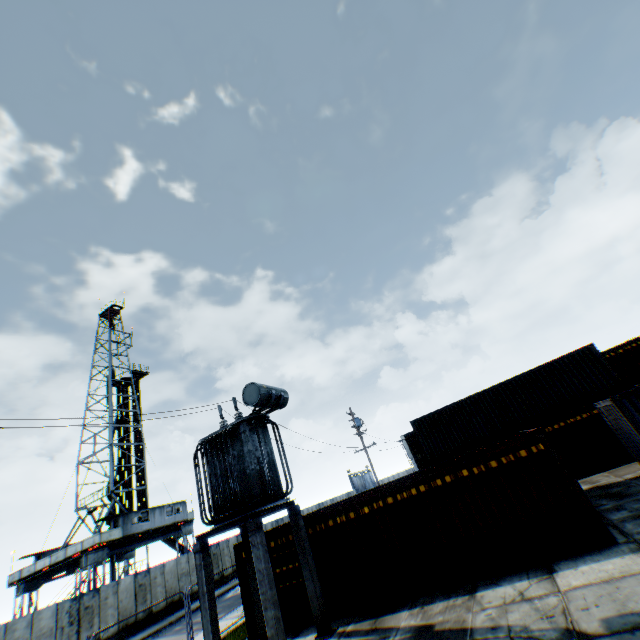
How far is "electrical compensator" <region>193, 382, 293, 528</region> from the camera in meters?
9.9 m

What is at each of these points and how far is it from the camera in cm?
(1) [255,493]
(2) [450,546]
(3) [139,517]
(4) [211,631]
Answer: (1) electrical compensator, 1000
(2) storage container, 973
(3) landrig, 2877
(4) concrete support, 873

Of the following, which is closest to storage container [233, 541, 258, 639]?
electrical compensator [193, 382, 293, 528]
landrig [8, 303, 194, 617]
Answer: electrical compensator [193, 382, 293, 528]

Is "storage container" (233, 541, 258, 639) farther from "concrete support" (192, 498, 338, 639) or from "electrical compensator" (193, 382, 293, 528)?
"electrical compensator" (193, 382, 293, 528)

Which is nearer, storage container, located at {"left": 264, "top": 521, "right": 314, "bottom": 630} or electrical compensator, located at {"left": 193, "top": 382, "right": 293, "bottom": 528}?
electrical compensator, located at {"left": 193, "top": 382, "right": 293, "bottom": 528}

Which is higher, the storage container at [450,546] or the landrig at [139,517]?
the landrig at [139,517]

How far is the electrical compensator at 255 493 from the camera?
9.92m

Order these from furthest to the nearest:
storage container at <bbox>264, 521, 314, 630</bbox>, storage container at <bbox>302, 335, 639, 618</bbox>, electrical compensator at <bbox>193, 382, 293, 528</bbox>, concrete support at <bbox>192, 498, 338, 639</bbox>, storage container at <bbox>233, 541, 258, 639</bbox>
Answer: storage container at <bbox>233, 541, 258, 639</bbox>, storage container at <bbox>264, 521, 314, 630</bbox>, electrical compensator at <bbox>193, 382, 293, 528</bbox>, storage container at <bbox>302, 335, 639, 618</bbox>, concrete support at <bbox>192, 498, 338, 639</bbox>
